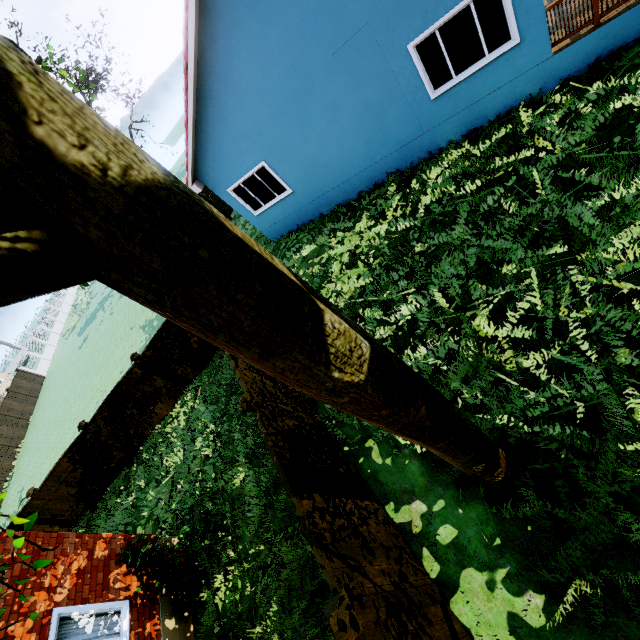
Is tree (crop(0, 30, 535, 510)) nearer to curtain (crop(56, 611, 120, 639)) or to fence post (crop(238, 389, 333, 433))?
fence post (crop(238, 389, 333, 433))

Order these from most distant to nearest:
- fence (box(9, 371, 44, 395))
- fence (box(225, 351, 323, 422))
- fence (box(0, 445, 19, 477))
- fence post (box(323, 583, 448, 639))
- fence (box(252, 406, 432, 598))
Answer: fence (box(9, 371, 44, 395)) → fence (box(0, 445, 19, 477)) → fence (box(225, 351, 323, 422)) → fence (box(252, 406, 432, 598)) → fence post (box(323, 583, 448, 639))

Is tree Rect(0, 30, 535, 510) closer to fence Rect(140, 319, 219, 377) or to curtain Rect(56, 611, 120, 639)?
fence Rect(140, 319, 219, 377)

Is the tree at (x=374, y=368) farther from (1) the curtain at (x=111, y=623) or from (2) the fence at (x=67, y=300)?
(1) the curtain at (x=111, y=623)

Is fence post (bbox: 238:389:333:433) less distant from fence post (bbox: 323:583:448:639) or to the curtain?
fence post (bbox: 323:583:448:639)

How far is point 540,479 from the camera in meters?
4.8 m

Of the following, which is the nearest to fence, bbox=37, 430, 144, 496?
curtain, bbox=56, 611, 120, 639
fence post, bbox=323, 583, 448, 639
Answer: fence post, bbox=323, 583, 448, 639

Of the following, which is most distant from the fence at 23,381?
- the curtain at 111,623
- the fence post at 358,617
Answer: the curtain at 111,623
